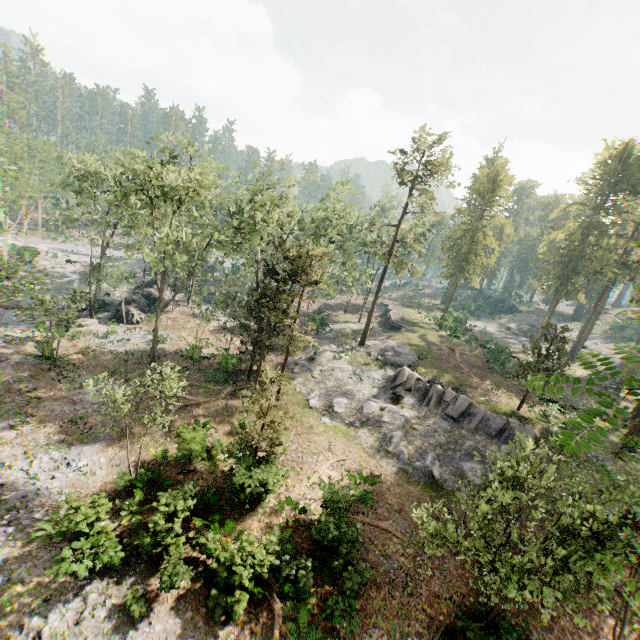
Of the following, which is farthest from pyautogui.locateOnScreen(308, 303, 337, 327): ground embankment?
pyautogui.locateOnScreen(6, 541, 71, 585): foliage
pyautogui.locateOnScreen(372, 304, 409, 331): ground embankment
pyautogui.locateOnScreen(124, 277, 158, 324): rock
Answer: pyautogui.locateOnScreen(6, 541, 71, 585): foliage

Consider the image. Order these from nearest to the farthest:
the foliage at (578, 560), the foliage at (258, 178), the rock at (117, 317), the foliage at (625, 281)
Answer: the foliage at (625, 281) → the foliage at (578, 560) → the foliage at (258, 178) → the rock at (117, 317)

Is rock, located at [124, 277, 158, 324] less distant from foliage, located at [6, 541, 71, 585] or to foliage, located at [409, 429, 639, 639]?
foliage, located at [409, 429, 639, 639]

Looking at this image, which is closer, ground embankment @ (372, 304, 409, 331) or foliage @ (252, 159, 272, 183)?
foliage @ (252, 159, 272, 183)

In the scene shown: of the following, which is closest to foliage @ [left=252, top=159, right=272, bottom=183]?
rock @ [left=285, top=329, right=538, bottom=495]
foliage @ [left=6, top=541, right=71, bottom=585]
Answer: rock @ [left=285, top=329, right=538, bottom=495]

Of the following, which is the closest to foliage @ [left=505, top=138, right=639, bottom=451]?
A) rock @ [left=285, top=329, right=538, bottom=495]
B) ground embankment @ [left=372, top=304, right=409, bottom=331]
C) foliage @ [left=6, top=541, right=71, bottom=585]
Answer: rock @ [left=285, top=329, right=538, bottom=495]

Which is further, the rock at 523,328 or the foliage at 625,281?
the rock at 523,328

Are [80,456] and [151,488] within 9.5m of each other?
yes
